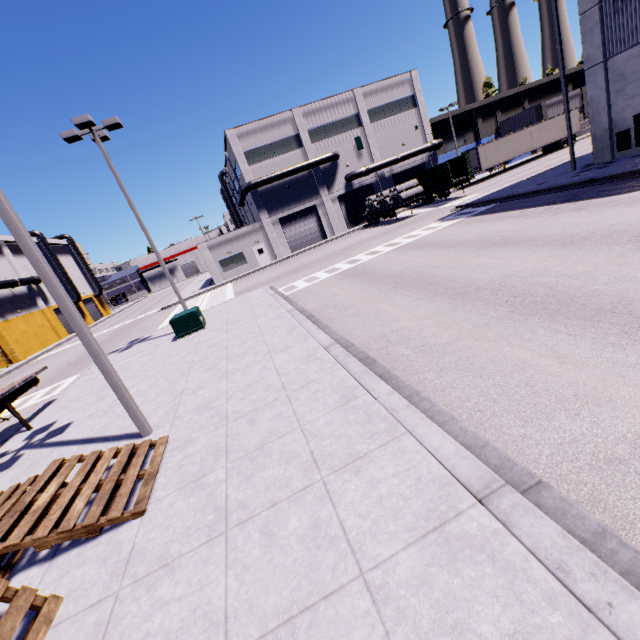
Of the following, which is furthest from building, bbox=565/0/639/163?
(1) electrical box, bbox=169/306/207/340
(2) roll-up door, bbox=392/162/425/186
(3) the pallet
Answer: (1) electrical box, bbox=169/306/207/340

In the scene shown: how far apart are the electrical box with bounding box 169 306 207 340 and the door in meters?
23.4

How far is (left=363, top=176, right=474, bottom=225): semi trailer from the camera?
30.8m

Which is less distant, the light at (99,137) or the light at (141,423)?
the light at (141,423)

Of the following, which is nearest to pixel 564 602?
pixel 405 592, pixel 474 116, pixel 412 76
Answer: pixel 405 592

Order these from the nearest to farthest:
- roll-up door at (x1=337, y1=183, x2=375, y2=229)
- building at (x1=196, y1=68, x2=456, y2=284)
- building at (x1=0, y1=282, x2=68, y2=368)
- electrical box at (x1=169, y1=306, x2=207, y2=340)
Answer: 1. electrical box at (x1=169, y1=306, x2=207, y2=340)
2. building at (x1=196, y1=68, x2=456, y2=284)
3. building at (x1=0, y1=282, x2=68, y2=368)
4. roll-up door at (x1=337, y1=183, x2=375, y2=229)

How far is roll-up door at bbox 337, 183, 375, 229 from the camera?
40.8m

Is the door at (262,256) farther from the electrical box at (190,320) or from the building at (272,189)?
the electrical box at (190,320)
